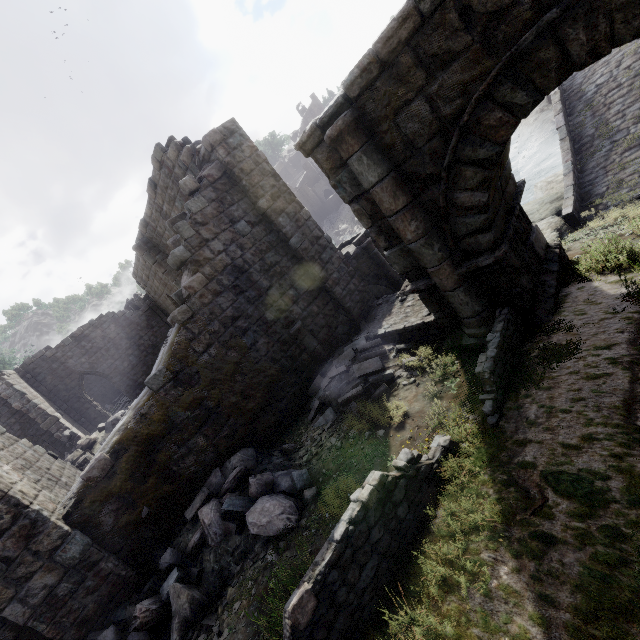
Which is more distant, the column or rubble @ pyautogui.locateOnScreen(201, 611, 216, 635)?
the column

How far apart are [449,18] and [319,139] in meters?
2.5

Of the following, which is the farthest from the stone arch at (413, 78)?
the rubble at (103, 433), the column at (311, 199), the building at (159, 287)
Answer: the column at (311, 199)

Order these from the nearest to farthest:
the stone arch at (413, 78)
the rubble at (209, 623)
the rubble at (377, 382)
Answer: the stone arch at (413, 78)
the rubble at (209, 623)
the rubble at (377, 382)

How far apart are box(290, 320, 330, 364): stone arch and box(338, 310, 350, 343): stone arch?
0.52m

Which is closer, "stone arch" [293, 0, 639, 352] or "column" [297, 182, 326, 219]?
"stone arch" [293, 0, 639, 352]

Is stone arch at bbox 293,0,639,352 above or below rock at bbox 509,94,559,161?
above

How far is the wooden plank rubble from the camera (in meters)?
26.00
